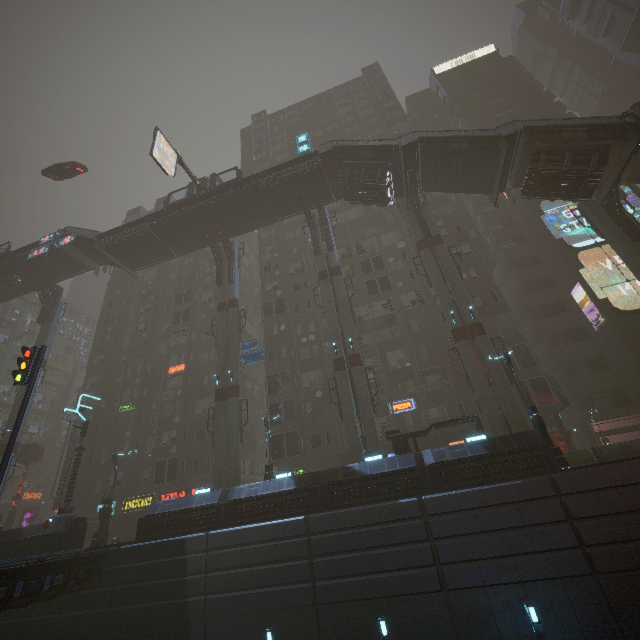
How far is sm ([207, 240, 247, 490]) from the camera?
24.1 meters

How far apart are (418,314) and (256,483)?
21.8 meters

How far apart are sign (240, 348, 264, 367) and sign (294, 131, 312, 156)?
17.7 meters

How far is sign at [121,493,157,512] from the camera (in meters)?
31.73

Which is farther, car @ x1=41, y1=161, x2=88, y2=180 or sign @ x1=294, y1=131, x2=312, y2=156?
car @ x1=41, y1=161, x2=88, y2=180

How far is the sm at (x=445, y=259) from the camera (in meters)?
20.39

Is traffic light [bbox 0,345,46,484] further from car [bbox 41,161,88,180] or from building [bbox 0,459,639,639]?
car [bbox 41,161,88,180]

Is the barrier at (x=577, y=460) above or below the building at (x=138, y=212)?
below
